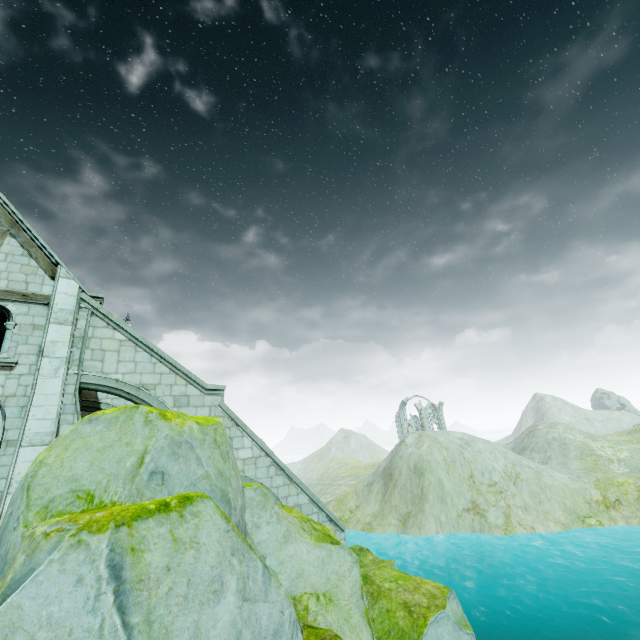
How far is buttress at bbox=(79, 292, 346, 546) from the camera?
10.3 meters

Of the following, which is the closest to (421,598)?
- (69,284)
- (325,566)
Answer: (325,566)

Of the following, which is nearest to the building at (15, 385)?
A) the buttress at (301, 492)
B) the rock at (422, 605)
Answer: the buttress at (301, 492)

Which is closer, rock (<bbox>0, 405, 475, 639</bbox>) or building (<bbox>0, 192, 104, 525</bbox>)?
rock (<bbox>0, 405, 475, 639</bbox>)

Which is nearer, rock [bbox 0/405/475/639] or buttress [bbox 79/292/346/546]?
rock [bbox 0/405/475/639]

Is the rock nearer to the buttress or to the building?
the buttress
